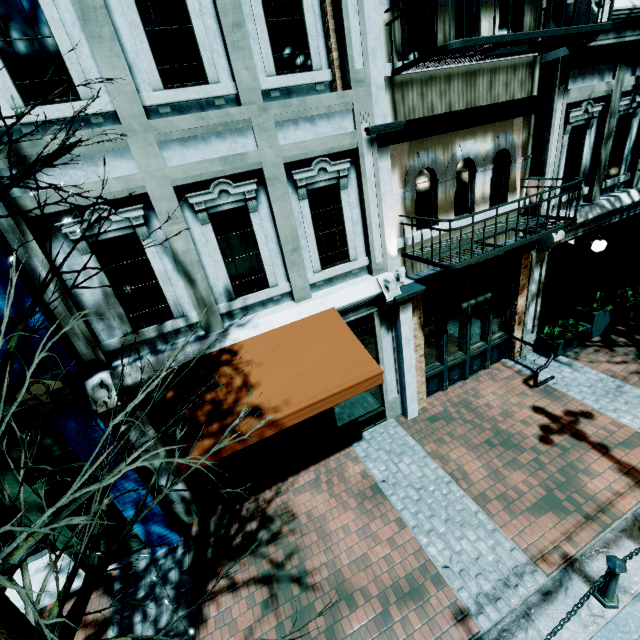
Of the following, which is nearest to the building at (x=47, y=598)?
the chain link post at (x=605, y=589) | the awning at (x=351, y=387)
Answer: the awning at (x=351, y=387)

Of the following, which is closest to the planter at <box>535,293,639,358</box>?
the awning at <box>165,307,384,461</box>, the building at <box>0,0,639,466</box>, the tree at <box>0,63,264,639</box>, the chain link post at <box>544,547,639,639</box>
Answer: the building at <box>0,0,639,466</box>

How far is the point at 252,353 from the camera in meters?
5.1

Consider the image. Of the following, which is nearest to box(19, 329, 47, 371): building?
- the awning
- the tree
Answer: the awning

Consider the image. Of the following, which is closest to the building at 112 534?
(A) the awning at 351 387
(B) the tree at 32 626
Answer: (A) the awning at 351 387

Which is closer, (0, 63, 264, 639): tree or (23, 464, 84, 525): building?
(0, 63, 264, 639): tree

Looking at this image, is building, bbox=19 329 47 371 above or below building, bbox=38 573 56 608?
above

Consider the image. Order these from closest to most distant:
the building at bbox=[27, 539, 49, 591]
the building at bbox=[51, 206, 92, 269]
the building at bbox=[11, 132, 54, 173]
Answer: the building at bbox=[11, 132, 54, 173] < the building at bbox=[51, 206, 92, 269] < the building at bbox=[27, 539, 49, 591]
